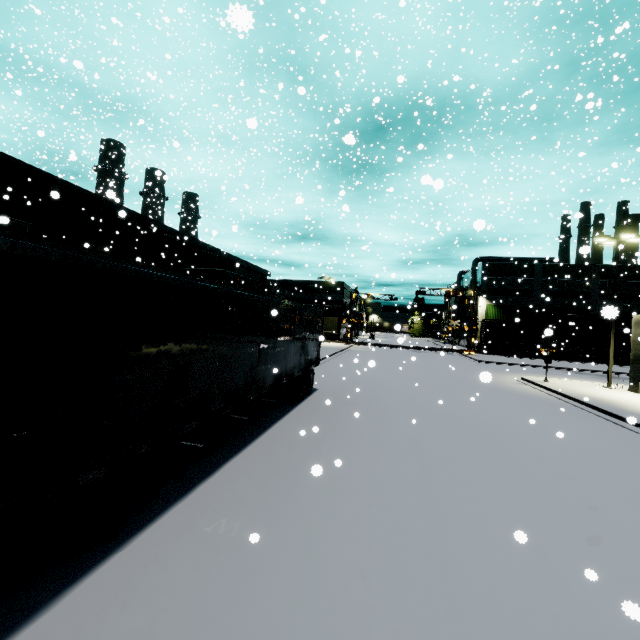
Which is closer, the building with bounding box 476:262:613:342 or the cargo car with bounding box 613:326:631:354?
the cargo car with bounding box 613:326:631:354

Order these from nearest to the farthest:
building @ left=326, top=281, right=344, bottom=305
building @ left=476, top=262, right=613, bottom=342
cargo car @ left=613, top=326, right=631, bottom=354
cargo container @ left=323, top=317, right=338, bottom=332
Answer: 1. cargo car @ left=613, top=326, right=631, bottom=354
2. building @ left=476, top=262, right=613, bottom=342
3. cargo container @ left=323, top=317, right=338, bottom=332
4. building @ left=326, top=281, right=344, bottom=305

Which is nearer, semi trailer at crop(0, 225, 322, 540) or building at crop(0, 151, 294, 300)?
semi trailer at crop(0, 225, 322, 540)

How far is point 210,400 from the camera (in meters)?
6.58

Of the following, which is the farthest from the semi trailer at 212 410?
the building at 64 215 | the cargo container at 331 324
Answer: the cargo container at 331 324

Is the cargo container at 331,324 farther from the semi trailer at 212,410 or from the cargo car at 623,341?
the semi trailer at 212,410

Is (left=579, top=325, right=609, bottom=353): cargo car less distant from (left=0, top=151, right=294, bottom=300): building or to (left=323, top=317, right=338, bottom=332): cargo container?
(left=323, top=317, right=338, bottom=332): cargo container

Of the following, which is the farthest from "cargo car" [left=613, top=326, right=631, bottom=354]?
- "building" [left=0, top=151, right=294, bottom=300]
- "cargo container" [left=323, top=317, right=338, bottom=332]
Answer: "building" [left=0, top=151, right=294, bottom=300]
